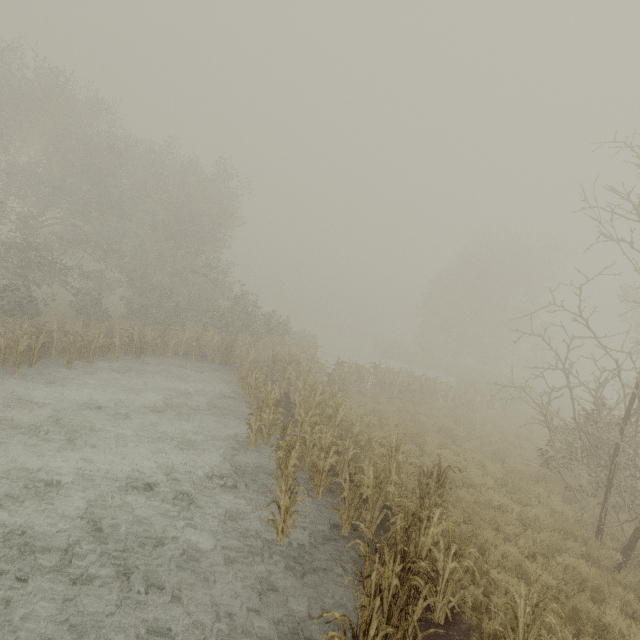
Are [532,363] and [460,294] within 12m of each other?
no
